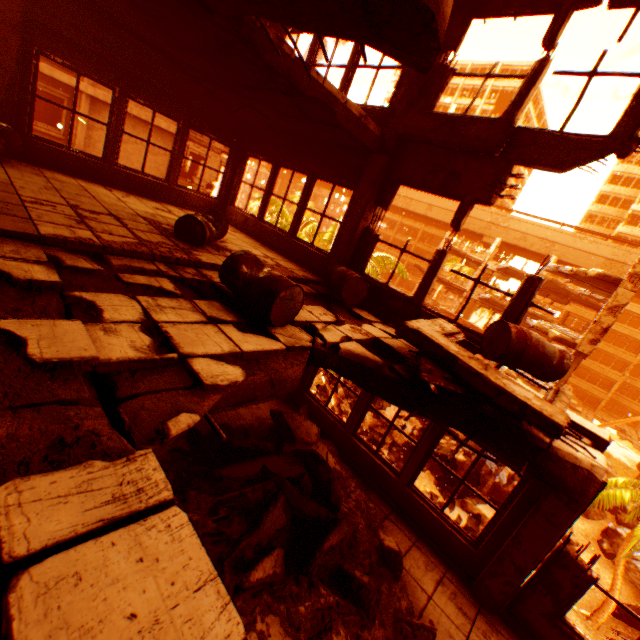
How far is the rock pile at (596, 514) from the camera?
20.1m

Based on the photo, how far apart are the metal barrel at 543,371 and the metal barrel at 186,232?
4.4m

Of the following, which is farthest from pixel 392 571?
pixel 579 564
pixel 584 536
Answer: pixel 584 536

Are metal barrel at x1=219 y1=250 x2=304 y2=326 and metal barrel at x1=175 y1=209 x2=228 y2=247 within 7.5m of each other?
yes

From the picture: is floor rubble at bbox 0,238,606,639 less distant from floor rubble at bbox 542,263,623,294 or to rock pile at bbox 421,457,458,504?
rock pile at bbox 421,457,458,504

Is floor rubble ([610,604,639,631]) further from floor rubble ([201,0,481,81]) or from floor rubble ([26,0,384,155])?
floor rubble ([26,0,384,155])

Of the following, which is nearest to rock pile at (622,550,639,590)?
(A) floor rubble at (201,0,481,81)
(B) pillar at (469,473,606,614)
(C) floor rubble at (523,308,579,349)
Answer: (B) pillar at (469,473,606,614)

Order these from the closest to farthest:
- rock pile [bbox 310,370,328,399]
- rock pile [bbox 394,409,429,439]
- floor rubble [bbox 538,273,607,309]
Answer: rock pile [bbox 394,409,429,439] < rock pile [bbox 310,370,328,399] < floor rubble [bbox 538,273,607,309]
